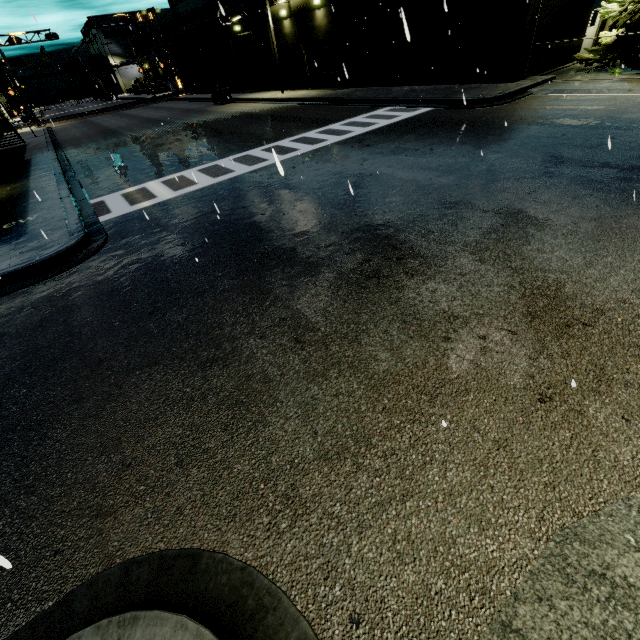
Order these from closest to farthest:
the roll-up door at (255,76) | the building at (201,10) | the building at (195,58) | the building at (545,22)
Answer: the building at (545,22) < the building at (195,58) < the roll-up door at (255,76) < the building at (201,10)

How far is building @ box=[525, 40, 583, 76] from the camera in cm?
1567

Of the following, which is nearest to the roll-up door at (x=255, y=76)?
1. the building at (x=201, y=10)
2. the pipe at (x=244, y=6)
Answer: the building at (x=201, y=10)

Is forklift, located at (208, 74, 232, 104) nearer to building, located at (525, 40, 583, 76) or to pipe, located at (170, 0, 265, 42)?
pipe, located at (170, 0, 265, 42)

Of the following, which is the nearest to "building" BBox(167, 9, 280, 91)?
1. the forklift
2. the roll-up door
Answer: the roll-up door

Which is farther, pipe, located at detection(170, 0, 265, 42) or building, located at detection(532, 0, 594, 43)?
pipe, located at detection(170, 0, 265, 42)

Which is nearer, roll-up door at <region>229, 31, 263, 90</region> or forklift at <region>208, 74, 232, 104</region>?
forklift at <region>208, 74, 232, 104</region>

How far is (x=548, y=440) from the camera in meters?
2.9
